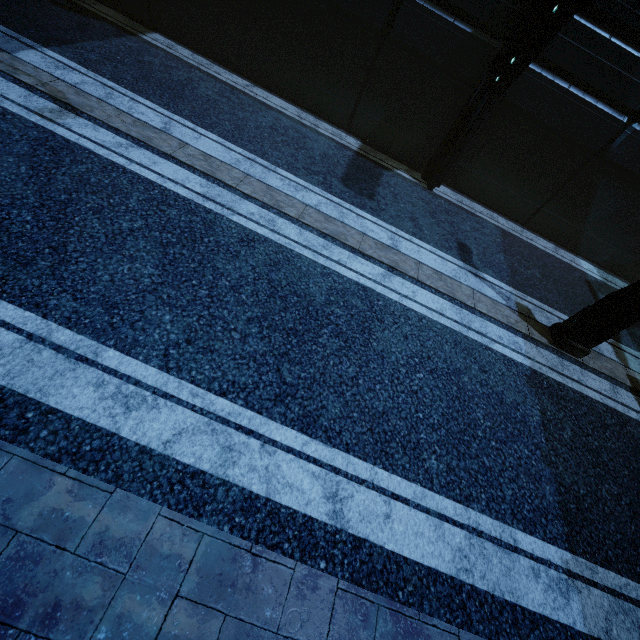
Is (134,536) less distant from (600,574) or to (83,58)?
(600,574)

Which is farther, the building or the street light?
the building

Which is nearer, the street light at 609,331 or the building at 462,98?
the street light at 609,331
